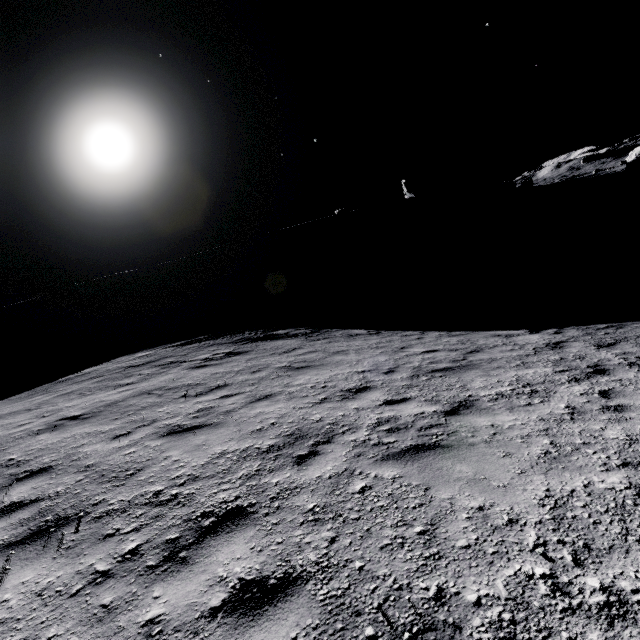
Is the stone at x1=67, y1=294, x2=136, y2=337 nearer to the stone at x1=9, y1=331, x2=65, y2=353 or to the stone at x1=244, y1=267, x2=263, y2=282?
the stone at x1=9, y1=331, x2=65, y2=353

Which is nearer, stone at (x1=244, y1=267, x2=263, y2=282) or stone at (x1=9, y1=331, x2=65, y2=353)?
stone at (x1=9, y1=331, x2=65, y2=353)

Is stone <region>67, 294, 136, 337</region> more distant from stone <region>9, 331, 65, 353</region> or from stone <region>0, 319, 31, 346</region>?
stone <region>0, 319, 31, 346</region>

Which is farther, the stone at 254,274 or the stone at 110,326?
the stone at 254,274

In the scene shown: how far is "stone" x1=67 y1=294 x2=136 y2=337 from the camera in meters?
44.8 m

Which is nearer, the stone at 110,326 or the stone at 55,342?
the stone at 55,342

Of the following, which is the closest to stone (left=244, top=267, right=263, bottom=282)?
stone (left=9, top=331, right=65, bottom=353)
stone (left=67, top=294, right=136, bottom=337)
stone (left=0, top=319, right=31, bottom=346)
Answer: stone (left=67, top=294, right=136, bottom=337)

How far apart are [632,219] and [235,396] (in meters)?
38.40
